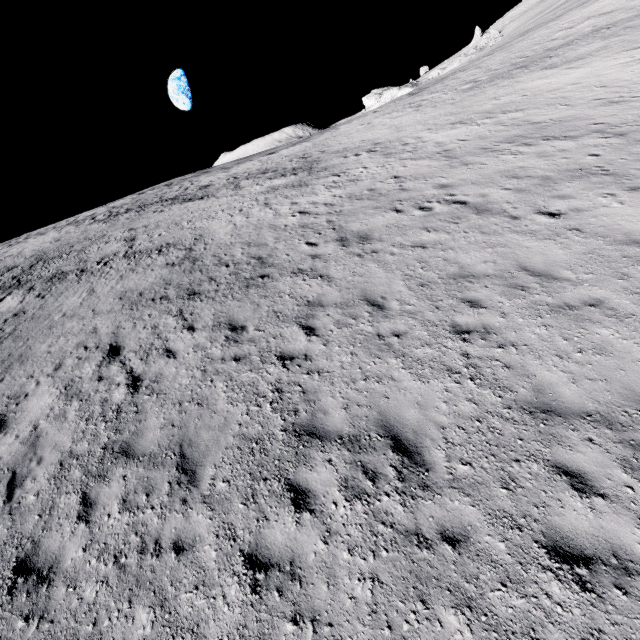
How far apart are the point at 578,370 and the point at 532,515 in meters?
2.9
